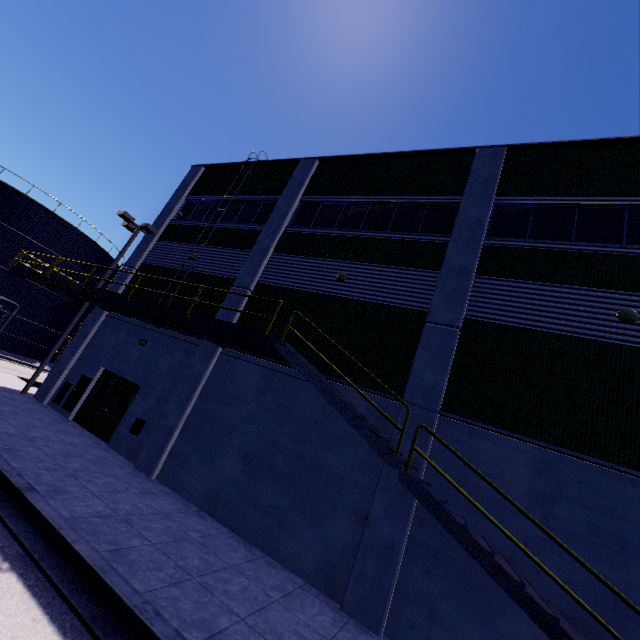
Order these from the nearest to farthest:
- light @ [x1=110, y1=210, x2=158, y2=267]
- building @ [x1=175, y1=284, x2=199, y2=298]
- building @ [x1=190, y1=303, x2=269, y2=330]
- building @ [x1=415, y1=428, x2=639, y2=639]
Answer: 1. building @ [x1=415, y1=428, x2=639, y2=639]
2. building @ [x1=190, y1=303, x2=269, y2=330]
3. building @ [x1=175, y1=284, x2=199, y2=298]
4. light @ [x1=110, y1=210, x2=158, y2=267]

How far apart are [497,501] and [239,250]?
12.94m

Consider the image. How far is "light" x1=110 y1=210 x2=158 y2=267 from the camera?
16.9m

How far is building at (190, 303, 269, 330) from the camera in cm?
1219

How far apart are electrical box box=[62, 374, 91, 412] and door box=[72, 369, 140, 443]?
0.1 meters

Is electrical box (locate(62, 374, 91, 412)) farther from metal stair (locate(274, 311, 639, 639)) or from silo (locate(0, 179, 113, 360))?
silo (locate(0, 179, 113, 360))

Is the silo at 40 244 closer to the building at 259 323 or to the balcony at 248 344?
the building at 259 323

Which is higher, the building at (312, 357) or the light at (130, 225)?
the light at (130, 225)
